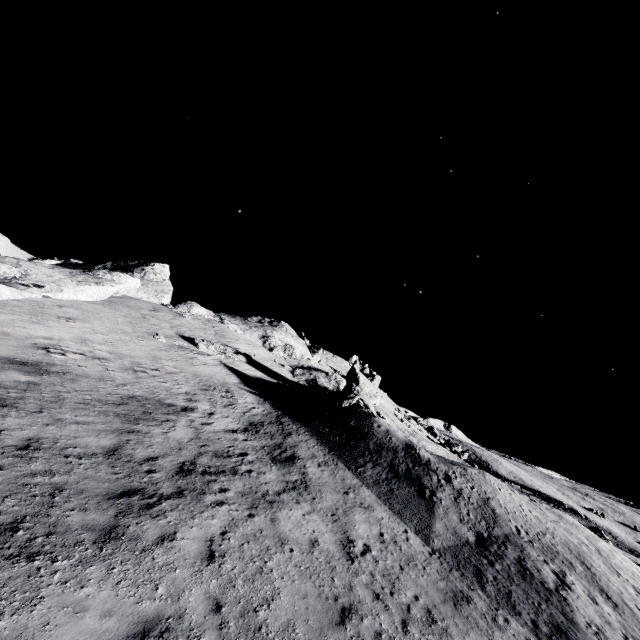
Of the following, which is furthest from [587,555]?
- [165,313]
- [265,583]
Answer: [165,313]

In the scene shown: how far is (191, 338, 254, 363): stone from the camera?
28.9 meters

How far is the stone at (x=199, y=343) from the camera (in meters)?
28.94
